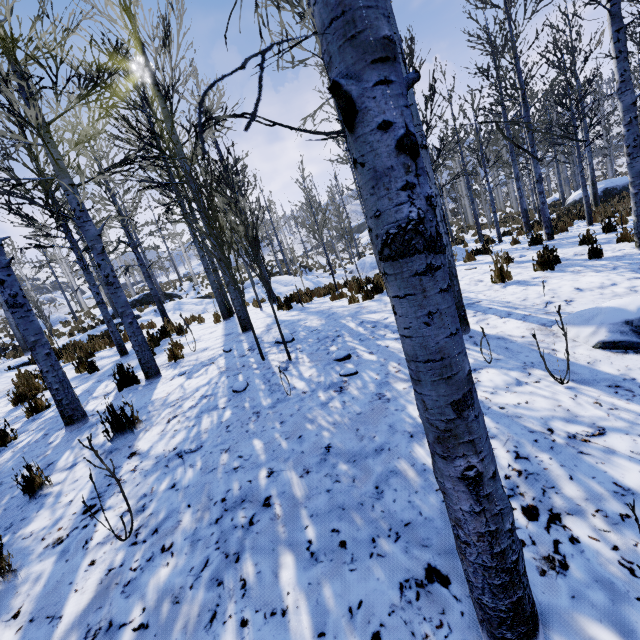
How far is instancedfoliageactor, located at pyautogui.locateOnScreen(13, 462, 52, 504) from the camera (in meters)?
2.74

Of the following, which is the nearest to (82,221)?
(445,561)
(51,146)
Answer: (51,146)

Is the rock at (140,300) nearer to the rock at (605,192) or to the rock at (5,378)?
the rock at (5,378)

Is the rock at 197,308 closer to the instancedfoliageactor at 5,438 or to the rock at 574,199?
the instancedfoliageactor at 5,438

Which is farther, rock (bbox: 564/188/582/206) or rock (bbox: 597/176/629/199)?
rock (bbox: 564/188/582/206)

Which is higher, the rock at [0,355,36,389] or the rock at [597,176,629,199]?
the rock at [0,355,36,389]

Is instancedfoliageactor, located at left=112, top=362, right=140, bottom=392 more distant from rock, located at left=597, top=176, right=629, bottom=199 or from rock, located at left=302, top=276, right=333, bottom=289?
rock, located at left=597, top=176, right=629, bottom=199

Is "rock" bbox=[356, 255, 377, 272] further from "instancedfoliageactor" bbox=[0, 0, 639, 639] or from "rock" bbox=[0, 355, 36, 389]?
"rock" bbox=[0, 355, 36, 389]
